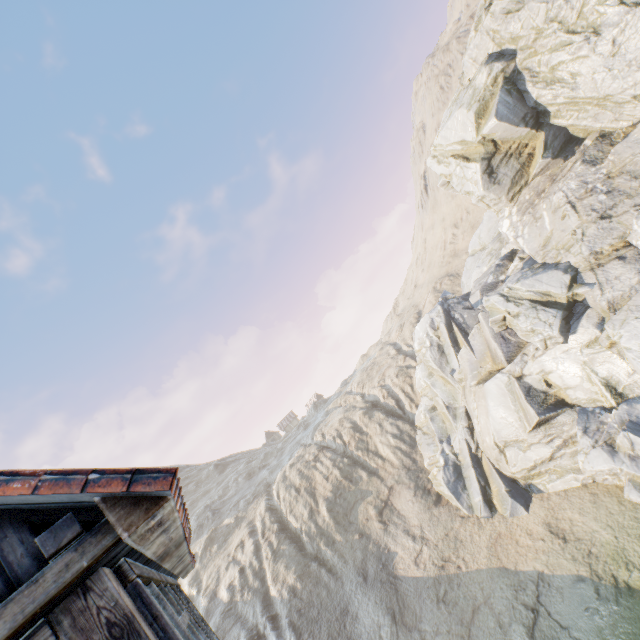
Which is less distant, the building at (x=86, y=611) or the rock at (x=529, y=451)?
the building at (x=86, y=611)

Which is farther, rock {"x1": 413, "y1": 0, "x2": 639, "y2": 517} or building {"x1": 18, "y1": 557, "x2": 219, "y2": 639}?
rock {"x1": 413, "y1": 0, "x2": 639, "y2": 517}

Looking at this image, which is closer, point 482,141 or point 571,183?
point 571,183
